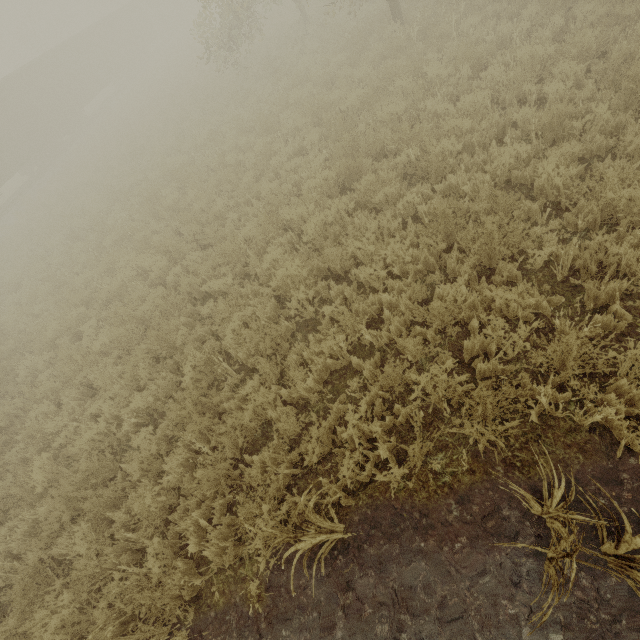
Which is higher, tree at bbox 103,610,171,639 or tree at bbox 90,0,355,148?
tree at bbox 90,0,355,148

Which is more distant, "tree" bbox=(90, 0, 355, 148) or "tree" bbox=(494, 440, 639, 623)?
"tree" bbox=(90, 0, 355, 148)

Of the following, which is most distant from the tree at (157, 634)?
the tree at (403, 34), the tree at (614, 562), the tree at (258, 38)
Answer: the tree at (258, 38)

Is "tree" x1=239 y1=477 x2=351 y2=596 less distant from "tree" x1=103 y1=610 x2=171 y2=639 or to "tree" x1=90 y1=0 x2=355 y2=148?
"tree" x1=103 y1=610 x2=171 y2=639

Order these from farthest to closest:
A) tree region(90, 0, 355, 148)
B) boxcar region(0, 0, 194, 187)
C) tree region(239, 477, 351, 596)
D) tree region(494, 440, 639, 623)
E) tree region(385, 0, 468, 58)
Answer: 1. boxcar region(0, 0, 194, 187)
2. tree region(90, 0, 355, 148)
3. tree region(385, 0, 468, 58)
4. tree region(239, 477, 351, 596)
5. tree region(494, 440, 639, 623)

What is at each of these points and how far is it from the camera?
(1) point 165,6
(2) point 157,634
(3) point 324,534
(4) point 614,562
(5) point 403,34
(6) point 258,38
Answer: (1) boxcar, 45.8m
(2) tree, 3.6m
(3) tree, 3.1m
(4) tree, 2.5m
(5) tree, 9.8m
(6) tree, 19.9m

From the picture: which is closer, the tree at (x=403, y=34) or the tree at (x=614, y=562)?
the tree at (x=614, y=562)

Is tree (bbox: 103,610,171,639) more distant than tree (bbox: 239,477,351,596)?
Yes
